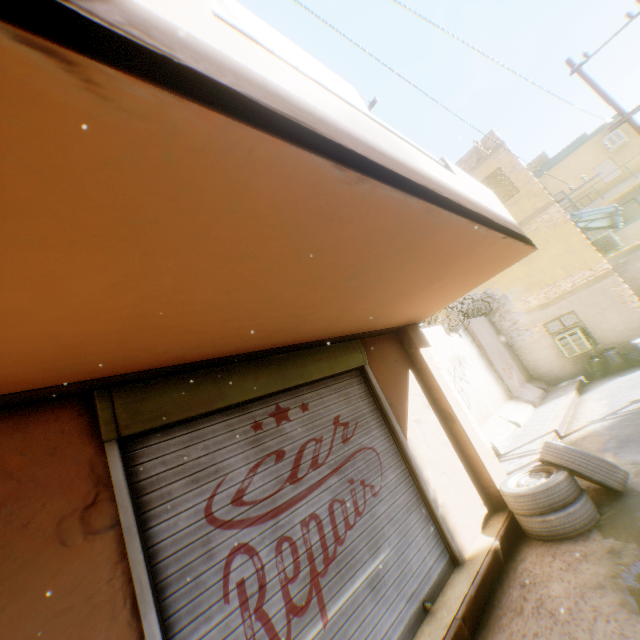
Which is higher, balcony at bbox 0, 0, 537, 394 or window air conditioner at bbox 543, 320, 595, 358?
balcony at bbox 0, 0, 537, 394

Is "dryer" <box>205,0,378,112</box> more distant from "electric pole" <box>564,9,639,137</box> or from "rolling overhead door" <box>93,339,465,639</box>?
"electric pole" <box>564,9,639,137</box>

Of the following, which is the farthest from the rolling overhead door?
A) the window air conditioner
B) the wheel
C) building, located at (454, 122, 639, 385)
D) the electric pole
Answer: the electric pole

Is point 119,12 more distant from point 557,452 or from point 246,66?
point 557,452

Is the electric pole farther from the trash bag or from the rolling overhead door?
the rolling overhead door

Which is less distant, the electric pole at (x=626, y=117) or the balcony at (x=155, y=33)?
the balcony at (x=155, y=33)

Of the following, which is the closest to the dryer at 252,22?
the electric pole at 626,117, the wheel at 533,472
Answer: the wheel at 533,472

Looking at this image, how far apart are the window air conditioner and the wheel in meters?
8.1
